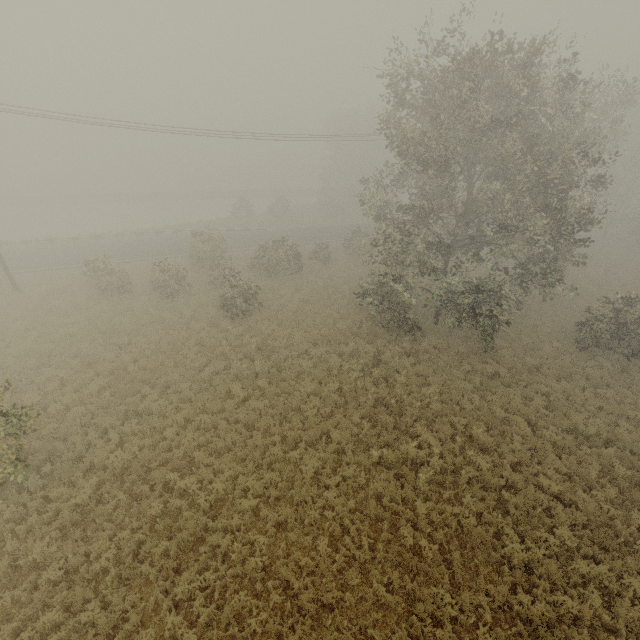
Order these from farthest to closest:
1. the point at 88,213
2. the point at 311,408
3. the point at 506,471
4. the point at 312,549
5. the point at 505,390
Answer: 1. the point at 88,213
2. the point at 505,390
3. the point at 311,408
4. the point at 506,471
5. the point at 312,549
